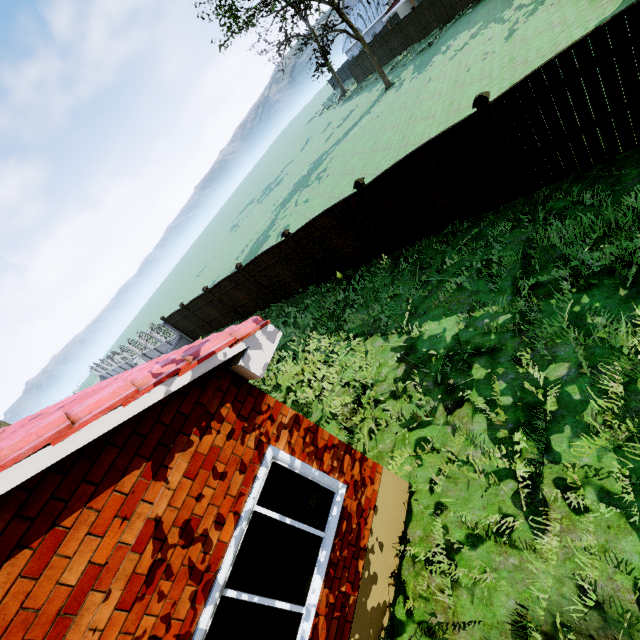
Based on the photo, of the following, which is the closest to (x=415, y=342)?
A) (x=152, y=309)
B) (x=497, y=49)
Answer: (x=497, y=49)

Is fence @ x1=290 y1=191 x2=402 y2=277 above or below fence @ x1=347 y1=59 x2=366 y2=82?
below

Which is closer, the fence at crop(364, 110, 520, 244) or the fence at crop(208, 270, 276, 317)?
the fence at crop(364, 110, 520, 244)

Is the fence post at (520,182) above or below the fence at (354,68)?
below

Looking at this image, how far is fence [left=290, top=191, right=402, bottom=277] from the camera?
9.38m

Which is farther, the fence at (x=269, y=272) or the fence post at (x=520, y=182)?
the fence at (x=269, y=272)

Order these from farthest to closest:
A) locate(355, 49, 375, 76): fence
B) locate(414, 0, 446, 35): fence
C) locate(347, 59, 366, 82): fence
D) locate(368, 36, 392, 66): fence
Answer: locate(347, 59, 366, 82): fence
locate(355, 49, 375, 76): fence
locate(368, 36, 392, 66): fence
locate(414, 0, 446, 35): fence
